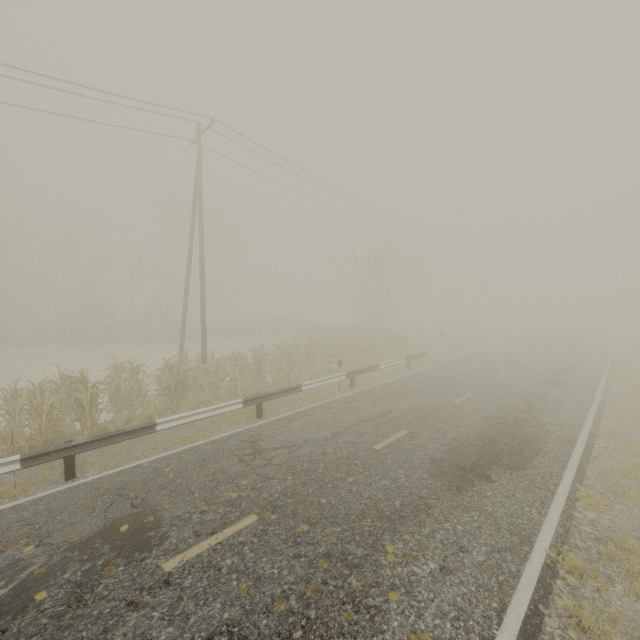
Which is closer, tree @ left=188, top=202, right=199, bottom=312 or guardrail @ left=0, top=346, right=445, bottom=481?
guardrail @ left=0, top=346, right=445, bottom=481

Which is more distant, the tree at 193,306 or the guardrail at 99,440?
the tree at 193,306

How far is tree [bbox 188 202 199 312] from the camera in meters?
44.4 m

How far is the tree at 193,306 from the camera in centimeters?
4443cm

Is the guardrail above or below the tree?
below

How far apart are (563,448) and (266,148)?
17.42m
